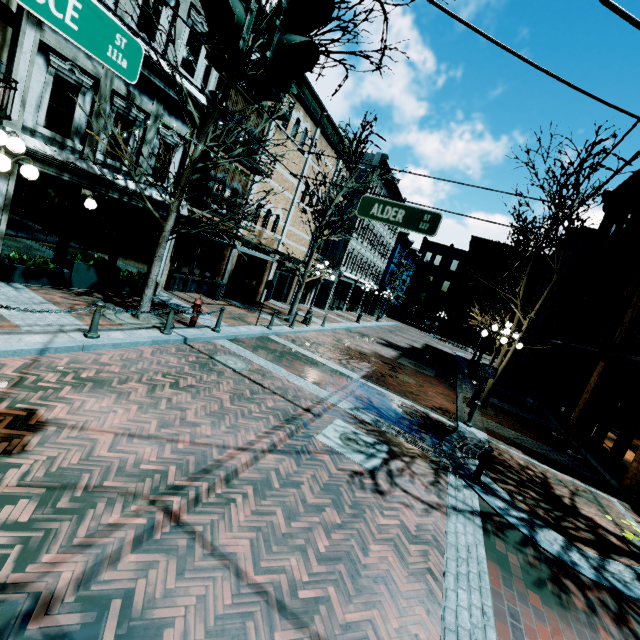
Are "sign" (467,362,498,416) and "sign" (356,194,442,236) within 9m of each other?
yes

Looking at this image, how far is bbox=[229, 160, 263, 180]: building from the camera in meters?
14.4

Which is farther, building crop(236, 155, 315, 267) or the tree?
building crop(236, 155, 315, 267)

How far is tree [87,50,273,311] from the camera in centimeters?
711cm

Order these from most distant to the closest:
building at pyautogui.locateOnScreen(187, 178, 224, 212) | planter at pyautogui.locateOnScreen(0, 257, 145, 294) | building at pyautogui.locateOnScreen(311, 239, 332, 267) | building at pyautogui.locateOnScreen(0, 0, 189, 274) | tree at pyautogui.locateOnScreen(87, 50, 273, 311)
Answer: building at pyautogui.locateOnScreen(311, 239, 332, 267)
building at pyautogui.locateOnScreen(187, 178, 224, 212)
planter at pyautogui.locateOnScreen(0, 257, 145, 294)
building at pyautogui.locateOnScreen(0, 0, 189, 274)
tree at pyautogui.locateOnScreen(87, 50, 273, 311)

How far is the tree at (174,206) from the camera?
7.1 meters

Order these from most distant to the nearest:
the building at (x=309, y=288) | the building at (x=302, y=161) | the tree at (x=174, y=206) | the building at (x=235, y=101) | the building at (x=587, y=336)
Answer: the building at (x=309, y=288), the building at (x=302, y=161), the building at (x=235, y=101), the building at (x=587, y=336), the tree at (x=174, y=206)

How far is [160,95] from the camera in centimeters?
1045cm
